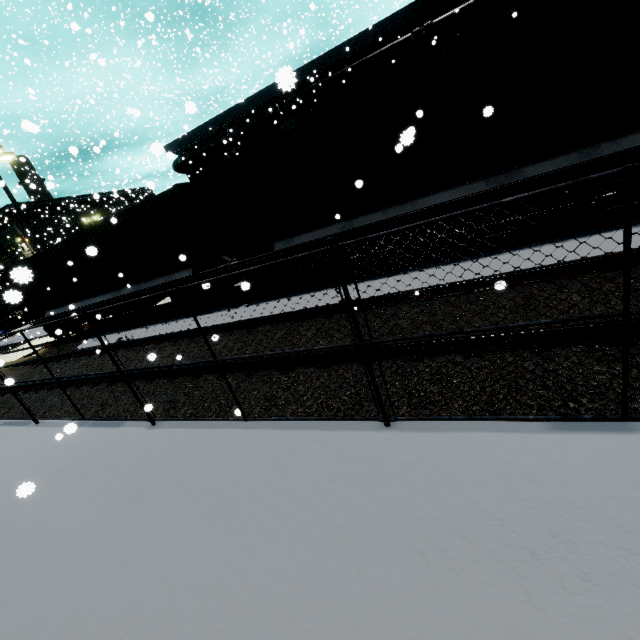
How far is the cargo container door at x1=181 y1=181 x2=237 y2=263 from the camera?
9.9m

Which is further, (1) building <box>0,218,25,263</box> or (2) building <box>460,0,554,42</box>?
(1) building <box>0,218,25,263</box>

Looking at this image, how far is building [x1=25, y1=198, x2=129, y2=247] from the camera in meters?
46.0

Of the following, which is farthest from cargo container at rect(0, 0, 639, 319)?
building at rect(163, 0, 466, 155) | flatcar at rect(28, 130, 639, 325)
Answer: building at rect(163, 0, 466, 155)

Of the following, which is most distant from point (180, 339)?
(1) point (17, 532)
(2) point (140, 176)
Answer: (2) point (140, 176)

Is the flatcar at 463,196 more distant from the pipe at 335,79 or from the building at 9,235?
the pipe at 335,79

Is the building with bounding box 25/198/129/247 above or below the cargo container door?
above

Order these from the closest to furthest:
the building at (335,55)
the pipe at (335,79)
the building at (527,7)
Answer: the building at (527,7), the pipe at (335,79), the building at (335,55)
